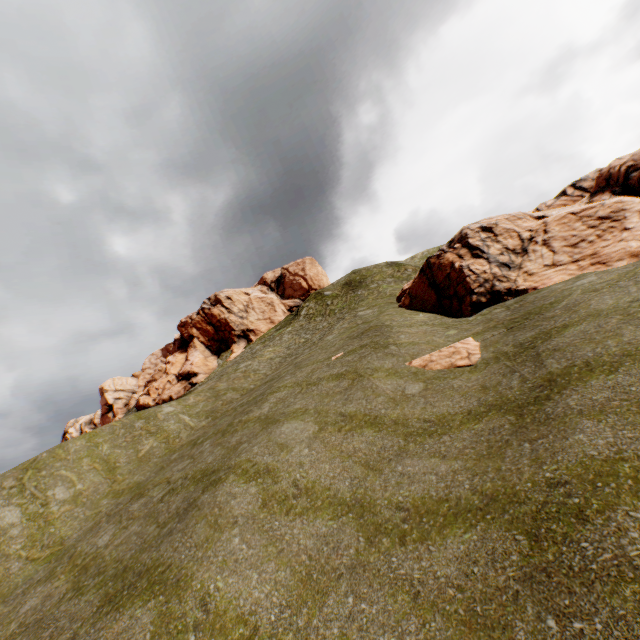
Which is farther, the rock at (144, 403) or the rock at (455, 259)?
the rock at (144, 403)

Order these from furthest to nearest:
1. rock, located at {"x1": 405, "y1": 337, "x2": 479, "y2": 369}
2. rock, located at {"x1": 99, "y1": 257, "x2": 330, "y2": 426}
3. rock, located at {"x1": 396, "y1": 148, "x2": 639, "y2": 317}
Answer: rock, located at {"x1": 99, "y1": 257, "x2": 330, "y2": 426} → rock, located at {"x1": 396, "y1": 148, "x2": 639, "y2": 317} → rock, located at {"x1": 405, "y1": 337, "x2": 479, "y2": 369}

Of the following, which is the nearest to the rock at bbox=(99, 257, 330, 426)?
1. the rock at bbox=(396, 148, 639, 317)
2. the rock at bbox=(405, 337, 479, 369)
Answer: the rock at bbox=(396, 148, 639, 317)

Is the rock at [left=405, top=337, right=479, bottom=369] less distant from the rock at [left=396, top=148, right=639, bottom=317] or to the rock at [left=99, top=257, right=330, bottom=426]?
the rock at [left=396, top=148, right=639, bottom=317]

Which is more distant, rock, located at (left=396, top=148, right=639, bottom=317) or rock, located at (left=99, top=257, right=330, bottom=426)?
rock, located at (left=99, top=257, right=330, bottom=426)

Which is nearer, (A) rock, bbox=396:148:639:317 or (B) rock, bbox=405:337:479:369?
(B) rock, bbox=405:337:479:369

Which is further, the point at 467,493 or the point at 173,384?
the point at 173,384

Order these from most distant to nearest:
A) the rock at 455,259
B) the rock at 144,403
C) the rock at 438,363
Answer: the rock at 144,403
the rock at 455,259
the rock at 438,363
